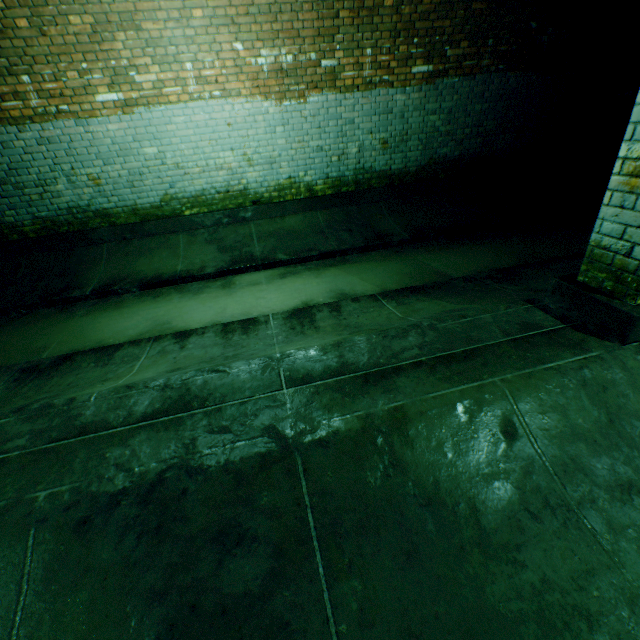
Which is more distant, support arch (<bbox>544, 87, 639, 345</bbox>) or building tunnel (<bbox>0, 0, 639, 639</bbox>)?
support arch (<bbox>544, 87, 639, 345</bbox>)

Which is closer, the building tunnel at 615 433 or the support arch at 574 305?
the building tunnel at 615 433

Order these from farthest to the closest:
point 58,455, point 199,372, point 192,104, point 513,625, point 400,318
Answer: point 192,104, point 400,318, point 199,372, point 58,455, point 513,625
